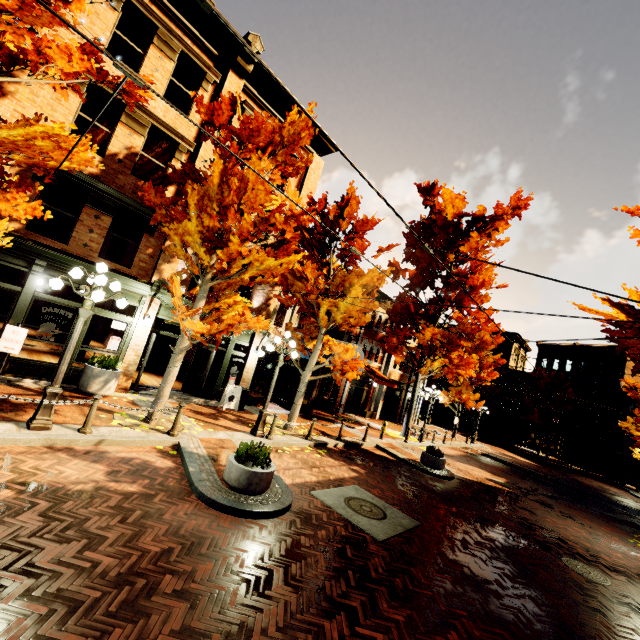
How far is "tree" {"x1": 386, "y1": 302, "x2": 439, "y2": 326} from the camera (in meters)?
19.12

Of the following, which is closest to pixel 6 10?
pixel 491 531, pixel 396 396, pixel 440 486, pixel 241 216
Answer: pixel 241 216

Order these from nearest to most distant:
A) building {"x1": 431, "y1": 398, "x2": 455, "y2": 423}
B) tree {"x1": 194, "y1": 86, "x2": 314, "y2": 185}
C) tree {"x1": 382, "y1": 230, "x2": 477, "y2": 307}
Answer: tree {"x1": 194, "y1": 86, "x2": 314, "y2": 185} < tree {"x1": 382, "y1": 230, "x2": 477, "y2": 307} < building {"x1": 431, "y1": 398, "x2": 455, "y2": 423}

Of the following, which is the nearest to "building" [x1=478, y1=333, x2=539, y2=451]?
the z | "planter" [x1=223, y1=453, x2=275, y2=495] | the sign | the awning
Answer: the awning

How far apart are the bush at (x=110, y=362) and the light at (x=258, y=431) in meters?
4.8 m

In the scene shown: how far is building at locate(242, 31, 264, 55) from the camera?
12.28m

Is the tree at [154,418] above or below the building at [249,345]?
below
